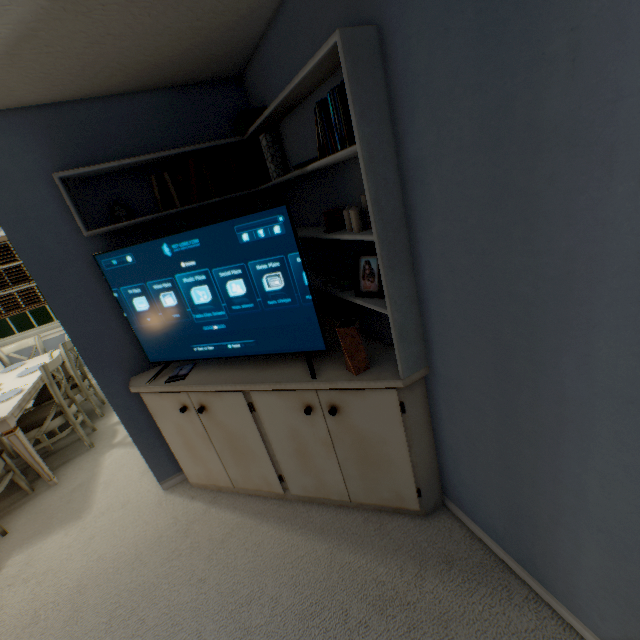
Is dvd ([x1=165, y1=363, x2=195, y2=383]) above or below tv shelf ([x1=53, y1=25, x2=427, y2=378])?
below

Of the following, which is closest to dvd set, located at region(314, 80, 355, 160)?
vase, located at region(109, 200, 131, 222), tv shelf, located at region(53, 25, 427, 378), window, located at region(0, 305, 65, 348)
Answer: tv shelf, located at region(53, 25, 427, 378)

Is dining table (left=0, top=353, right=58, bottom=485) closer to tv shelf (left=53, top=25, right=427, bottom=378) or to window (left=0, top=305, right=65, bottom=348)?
window (left=0, top=305, right=65, bottom=348)

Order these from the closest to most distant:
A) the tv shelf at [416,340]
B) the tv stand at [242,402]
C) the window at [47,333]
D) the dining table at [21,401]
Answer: the tv shelf at [416,340] < the tv stand at [242,402] < the dining table at [21,401] < the window at [47,333]

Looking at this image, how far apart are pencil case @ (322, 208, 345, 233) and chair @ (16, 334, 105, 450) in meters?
2.9 m

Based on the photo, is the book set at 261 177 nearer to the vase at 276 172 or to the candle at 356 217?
the vase at 276 172

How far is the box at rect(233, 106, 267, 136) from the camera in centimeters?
181cm

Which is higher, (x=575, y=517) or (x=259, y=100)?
(x=259, y=100)
